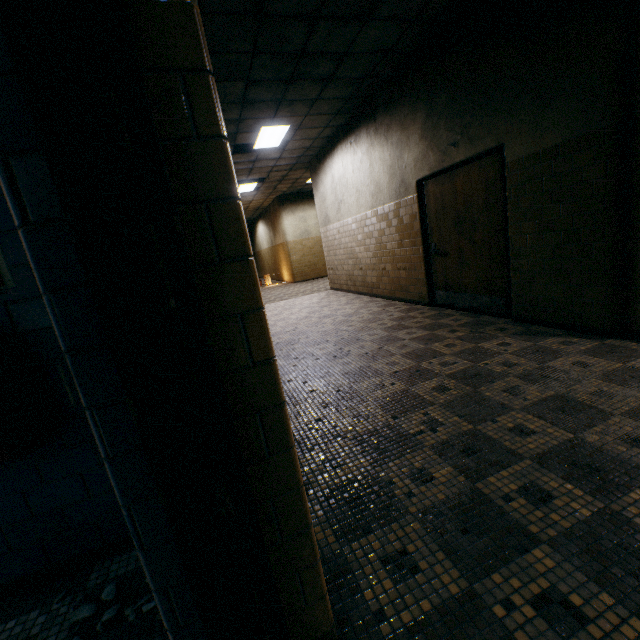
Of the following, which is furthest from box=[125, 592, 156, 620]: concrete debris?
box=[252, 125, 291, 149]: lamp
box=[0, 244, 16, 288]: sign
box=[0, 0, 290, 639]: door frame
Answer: box=[252, 125, 291, 149]: lamp

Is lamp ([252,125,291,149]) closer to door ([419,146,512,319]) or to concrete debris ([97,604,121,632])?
door ([419,146,512,319])

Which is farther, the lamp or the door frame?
the lamp

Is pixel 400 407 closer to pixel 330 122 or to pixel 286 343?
pixel 286 343

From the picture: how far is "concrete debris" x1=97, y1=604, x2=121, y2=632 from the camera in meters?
1.4 m

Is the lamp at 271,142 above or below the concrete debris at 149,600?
above

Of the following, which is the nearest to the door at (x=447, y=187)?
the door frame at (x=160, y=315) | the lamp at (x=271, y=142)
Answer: the lamp at (x=271, y=142)
